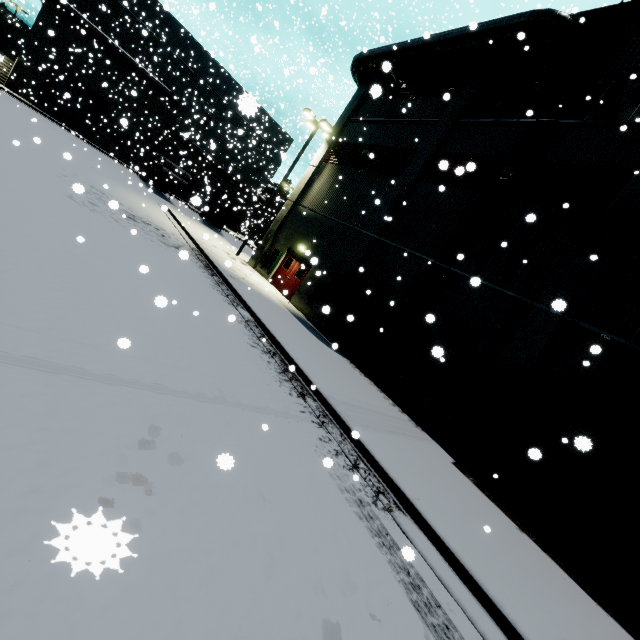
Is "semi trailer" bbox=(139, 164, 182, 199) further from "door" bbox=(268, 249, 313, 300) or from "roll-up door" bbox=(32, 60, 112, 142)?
"door" bbox=(268, 249, 313, 300)

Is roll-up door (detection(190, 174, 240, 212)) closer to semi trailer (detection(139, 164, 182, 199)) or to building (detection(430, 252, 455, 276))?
building (detection(430, 252, 455, 276))

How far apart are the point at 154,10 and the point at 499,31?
35.65m

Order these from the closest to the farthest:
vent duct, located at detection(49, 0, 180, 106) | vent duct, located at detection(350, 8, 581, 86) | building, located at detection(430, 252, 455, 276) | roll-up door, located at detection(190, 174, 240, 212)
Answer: roll-up door, located at detection(190, 174, 240, 212), vent duct, located at detection(350, 8, 581, 86), building, located at detection(430, 252, 455, 276), vent duct, located at detection(49, 0, 180, 106)

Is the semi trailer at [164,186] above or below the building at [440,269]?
below

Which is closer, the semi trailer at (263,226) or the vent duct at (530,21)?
the vent duct at (530,21)

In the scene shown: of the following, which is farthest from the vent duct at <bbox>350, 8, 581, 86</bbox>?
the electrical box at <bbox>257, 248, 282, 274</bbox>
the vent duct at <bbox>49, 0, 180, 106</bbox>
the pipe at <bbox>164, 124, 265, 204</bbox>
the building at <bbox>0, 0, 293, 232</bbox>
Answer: the vent duct at <bbox>49, 0, 180, 106</bbox>

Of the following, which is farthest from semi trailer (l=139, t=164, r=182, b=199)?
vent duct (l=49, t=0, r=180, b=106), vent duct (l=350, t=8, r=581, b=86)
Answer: vent duct (l=49, t=0, r=180, b=106)
